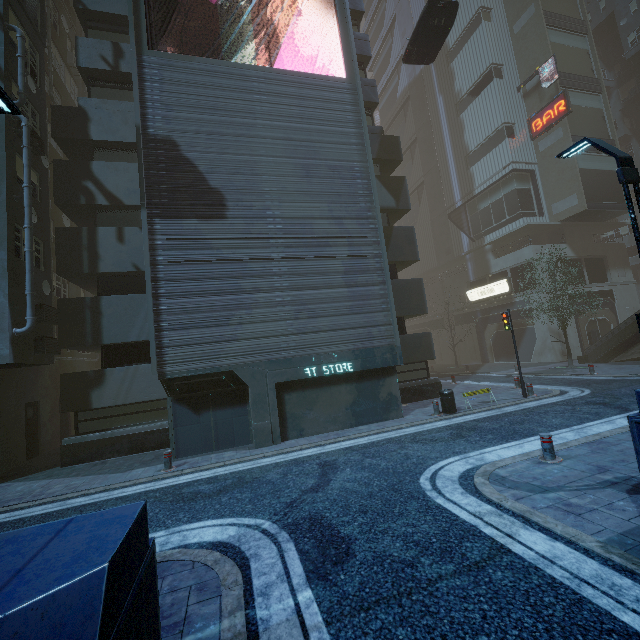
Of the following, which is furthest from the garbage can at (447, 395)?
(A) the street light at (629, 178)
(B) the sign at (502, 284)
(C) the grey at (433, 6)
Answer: (B) the sign at (502, 284)

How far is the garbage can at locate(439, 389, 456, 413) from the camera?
12.78m

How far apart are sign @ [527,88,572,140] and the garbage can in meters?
28.2 m

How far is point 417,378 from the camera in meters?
17.2

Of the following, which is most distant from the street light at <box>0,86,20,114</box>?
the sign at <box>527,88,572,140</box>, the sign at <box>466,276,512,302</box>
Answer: the sign at <box>527,88,572,140</box>

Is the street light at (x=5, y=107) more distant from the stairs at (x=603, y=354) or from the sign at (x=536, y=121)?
the sign at (x=536, y=121)

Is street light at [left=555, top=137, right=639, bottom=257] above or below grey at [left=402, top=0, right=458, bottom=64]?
below

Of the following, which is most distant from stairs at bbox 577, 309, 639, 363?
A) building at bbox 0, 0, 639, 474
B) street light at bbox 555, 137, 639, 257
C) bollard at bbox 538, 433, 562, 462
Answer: bollard at bbox 538, 433, 562, 462
